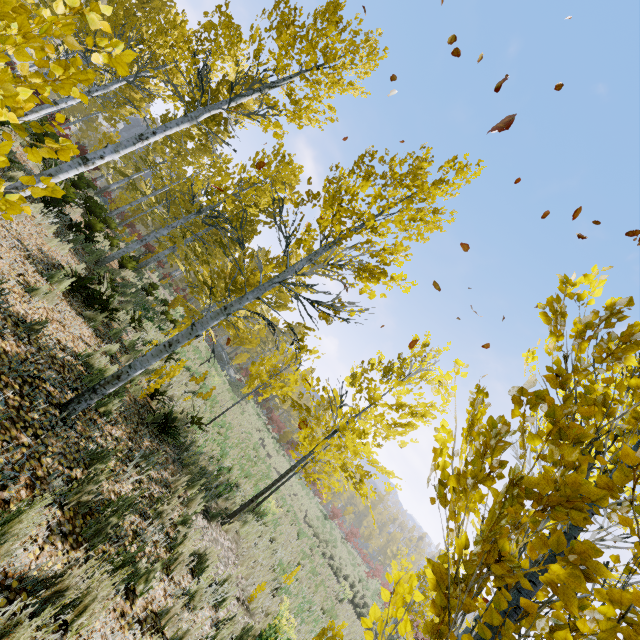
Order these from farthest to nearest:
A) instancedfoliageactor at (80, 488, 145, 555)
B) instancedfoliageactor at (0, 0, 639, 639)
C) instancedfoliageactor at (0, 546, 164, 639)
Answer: instancedfoliageactor at (80, 488, 145, 555)
instancedfoliageactor at (0, 546, 164, 639)
instancedfoliageactor at (0, 0, 639, 639)

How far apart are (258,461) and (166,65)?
16.5 meters

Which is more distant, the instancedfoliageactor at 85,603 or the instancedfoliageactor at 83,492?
the instancedfoliageactor at 83,492

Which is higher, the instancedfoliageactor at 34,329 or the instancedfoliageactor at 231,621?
the instancedfoliageactor at 34,329

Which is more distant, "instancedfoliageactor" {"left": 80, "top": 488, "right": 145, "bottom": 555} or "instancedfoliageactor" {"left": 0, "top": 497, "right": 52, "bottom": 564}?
"instancedfoliageactor" {"left": 80, "top": 488, "right": 145, "bottom": 555}

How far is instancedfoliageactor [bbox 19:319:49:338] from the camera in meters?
4.1 m
